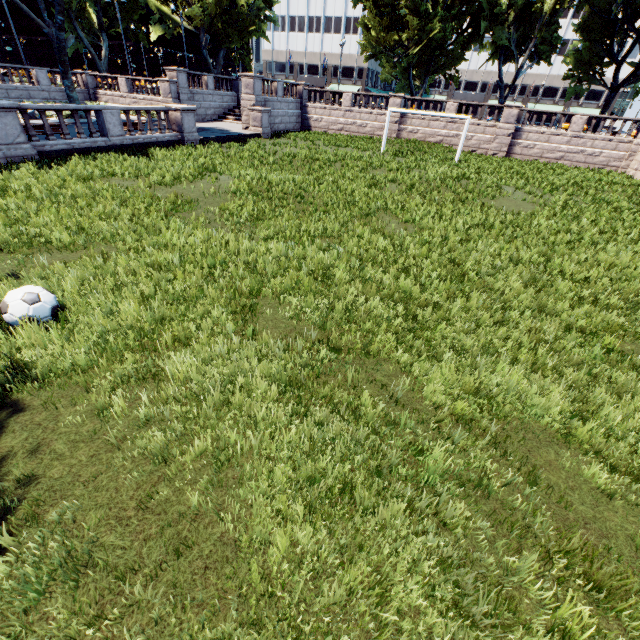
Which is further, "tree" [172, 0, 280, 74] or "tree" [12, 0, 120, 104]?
"tree" [172, 0, 280, 74]

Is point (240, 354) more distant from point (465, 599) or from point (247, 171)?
point (247, 171)

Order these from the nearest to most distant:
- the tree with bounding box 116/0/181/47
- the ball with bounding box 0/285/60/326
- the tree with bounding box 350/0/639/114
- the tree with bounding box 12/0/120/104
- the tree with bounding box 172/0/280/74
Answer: the ball with bounding box 0/285/60/326, the tree with bounding box 12/0/120/104, the tree with bounding box 350/0/639/114, the tree with bounding box 172/0/280/74, the tree with bounding box 116/0/181/47

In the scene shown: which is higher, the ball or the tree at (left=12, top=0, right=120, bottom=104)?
the tree at (left=12, top=0, right=120, bottom=104)

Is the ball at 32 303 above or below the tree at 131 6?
below

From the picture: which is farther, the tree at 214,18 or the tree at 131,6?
the tree at 131,6
